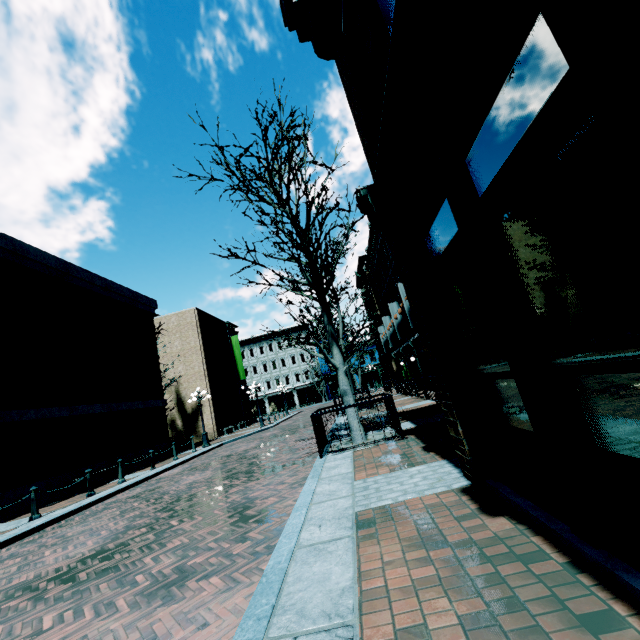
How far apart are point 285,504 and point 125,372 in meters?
16.3 m

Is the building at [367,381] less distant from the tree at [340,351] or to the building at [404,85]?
the building at [404,85]

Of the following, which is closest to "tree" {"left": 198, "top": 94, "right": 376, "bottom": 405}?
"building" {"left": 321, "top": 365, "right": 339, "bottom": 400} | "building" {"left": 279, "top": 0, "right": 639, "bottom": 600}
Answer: "building" {"left": 279, "top": 0, "right": 639, "bottom": 600}

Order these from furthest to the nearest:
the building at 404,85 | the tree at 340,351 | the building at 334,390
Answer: the building at 334,390 < the tree at 340,351 < the building at 404,85

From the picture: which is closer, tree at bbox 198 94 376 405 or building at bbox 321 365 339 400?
tree at bbox 198 94 376 405

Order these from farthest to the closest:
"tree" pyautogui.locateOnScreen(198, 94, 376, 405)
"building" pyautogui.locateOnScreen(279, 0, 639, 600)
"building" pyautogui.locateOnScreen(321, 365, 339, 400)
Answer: "building" pyautogui.locateOnScreen(321, 365, 339, 400) → "tree" pyautogui.locateOnScreen(198, 94, 376, 405) → "building" pyautogui.locateOnScreen(279, 0, 639, 600)
